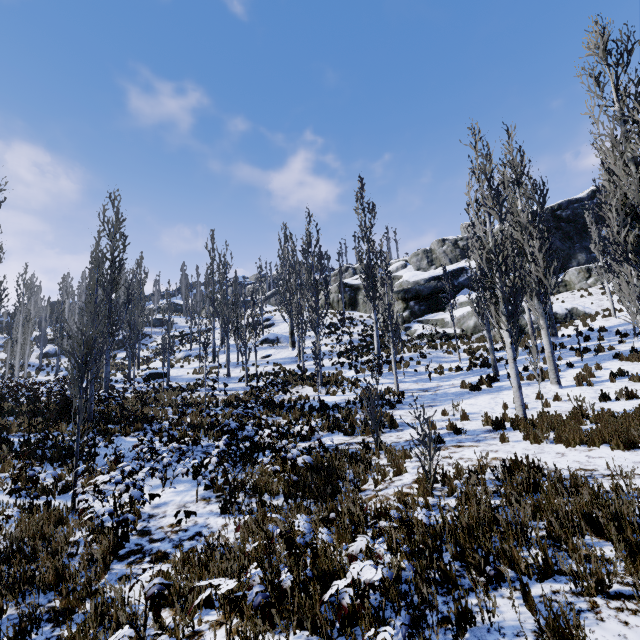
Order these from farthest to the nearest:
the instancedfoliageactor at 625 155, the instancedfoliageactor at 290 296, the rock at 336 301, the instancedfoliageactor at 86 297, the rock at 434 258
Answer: the rock at 336 301 → the rock at 434 258 → the instancedfoliageactor at 290 296 → the instancedfoliageactor at 625 155 → the instancedfoliageactor at 86 297

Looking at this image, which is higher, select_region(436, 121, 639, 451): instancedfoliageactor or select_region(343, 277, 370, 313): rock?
select_region(343, 277, 370, 313): rock

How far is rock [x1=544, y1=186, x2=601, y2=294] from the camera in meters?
28.2 m

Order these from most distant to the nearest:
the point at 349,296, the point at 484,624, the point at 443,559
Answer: the point at 349,296 → the point at 443,559 → the point at 484,624

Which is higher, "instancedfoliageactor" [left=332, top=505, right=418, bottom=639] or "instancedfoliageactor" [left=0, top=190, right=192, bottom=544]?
"instancedfoliageactor" [left=0, top=190, right=192, bottom=544]

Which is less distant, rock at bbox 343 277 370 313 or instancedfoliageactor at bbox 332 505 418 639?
instancedfoliageactor at bbox 332 505 418 639

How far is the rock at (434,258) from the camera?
27.23m
